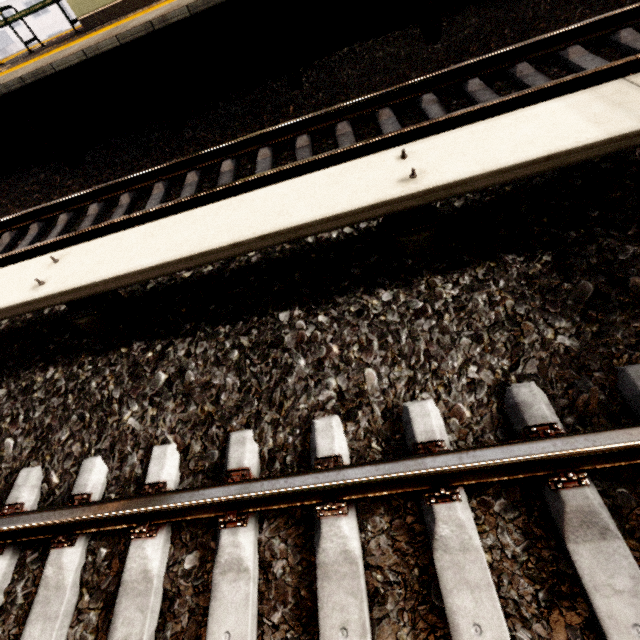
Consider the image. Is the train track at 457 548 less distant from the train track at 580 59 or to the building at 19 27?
the train track at 580 59

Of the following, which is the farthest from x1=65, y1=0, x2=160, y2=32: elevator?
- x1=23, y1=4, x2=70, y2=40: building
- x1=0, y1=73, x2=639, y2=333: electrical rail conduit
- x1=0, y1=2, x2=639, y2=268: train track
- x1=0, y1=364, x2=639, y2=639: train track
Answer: x1=23, y1=4, x2=70, y2=40: building

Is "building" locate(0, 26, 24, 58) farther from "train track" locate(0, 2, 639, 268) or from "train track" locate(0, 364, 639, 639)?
"train track" locate(0, 364, 639, 639)

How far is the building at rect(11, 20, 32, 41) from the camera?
38.13m

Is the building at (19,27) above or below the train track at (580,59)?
above

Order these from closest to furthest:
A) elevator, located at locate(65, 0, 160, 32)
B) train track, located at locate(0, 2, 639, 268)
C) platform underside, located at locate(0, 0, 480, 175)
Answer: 1. train track, located at locate(0, 2, 639, 268)
2. platform underside, located at locate(0, 0, 480, 175)
3. elevator, located at locate(65, 0, 160, 32)

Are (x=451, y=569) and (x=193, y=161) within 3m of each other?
no
